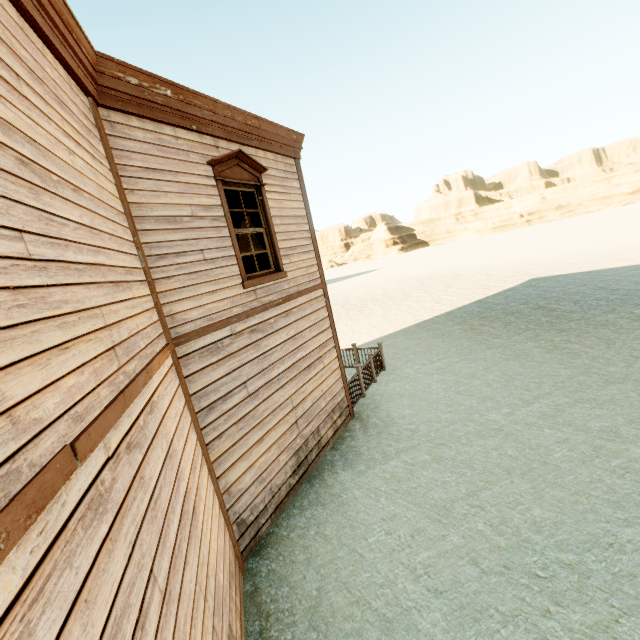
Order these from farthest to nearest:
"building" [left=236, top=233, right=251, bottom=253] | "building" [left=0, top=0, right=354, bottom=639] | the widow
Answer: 1. "building" [left=236, top=233, right=251, bottom=253]
2. the widow
3. "building" [left=0, top=0, right=354, bottom=639]

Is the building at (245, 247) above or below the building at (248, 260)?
above

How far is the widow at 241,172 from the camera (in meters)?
5.29

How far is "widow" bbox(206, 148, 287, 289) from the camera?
5.3m

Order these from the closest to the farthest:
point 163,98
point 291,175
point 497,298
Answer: point 163,98 → point 291,175 → point 497,298

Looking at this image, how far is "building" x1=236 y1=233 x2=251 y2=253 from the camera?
8.44m

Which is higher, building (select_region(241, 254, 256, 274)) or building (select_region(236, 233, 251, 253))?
building (select_region(236, 233, 251, 253))

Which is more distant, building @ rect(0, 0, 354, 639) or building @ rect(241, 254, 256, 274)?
building @ rect(241, 254, 256, 274)
